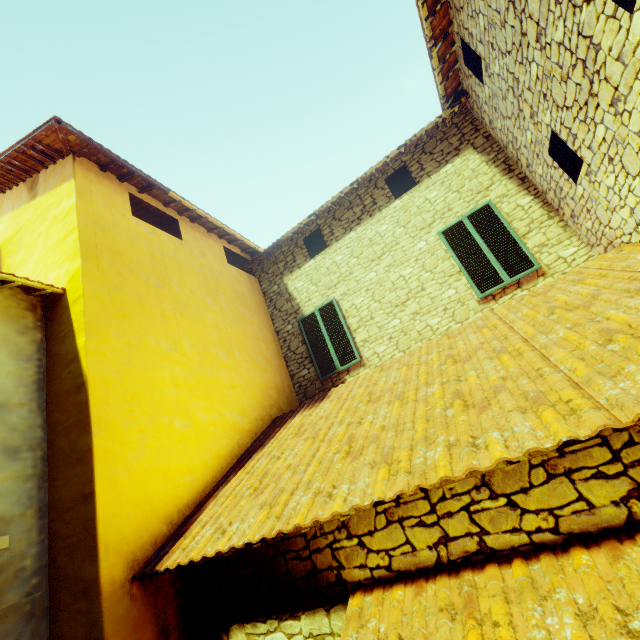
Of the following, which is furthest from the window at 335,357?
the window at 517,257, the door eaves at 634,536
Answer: the door eaves at 634,536

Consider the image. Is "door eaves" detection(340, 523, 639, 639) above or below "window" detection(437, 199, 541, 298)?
below

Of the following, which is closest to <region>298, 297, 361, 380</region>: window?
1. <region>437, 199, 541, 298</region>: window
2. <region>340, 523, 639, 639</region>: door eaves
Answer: <region>437, 199, 541, 298</region>: window

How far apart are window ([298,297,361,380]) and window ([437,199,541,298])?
2.7m

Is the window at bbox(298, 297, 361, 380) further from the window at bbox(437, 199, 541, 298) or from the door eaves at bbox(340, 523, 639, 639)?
the door eaves at bbox(340, 523, 639, 639)

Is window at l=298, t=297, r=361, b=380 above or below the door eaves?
above

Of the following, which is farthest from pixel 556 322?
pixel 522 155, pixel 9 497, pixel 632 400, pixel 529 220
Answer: pixel 9 497

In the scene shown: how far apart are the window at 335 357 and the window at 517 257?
2.65m
